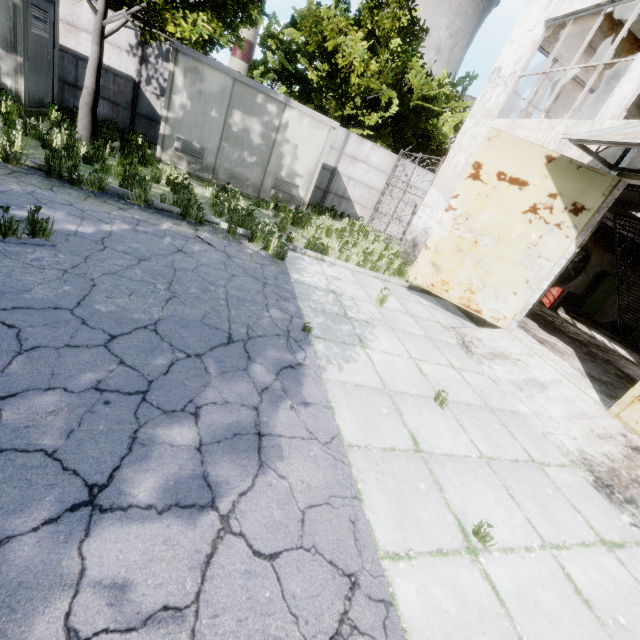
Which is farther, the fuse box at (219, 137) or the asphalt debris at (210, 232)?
the fuse box at (219, 137)

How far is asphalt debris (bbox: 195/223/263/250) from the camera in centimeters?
650cm

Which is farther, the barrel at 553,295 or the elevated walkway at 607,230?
the barrel at 553,295

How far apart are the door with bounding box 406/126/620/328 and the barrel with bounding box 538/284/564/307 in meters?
9.1 m

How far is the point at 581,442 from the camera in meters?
5.1 m

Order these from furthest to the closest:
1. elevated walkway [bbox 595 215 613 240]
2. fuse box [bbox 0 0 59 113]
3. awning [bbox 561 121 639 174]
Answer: elevated walkway [bbox 595 215 613 240]
fuse box [bbox 0 0 59 113]
awning [bbox 561 121 639 174]

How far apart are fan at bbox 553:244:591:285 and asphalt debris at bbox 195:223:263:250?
14.83m

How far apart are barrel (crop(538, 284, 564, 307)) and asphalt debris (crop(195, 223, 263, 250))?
14.1 meters
